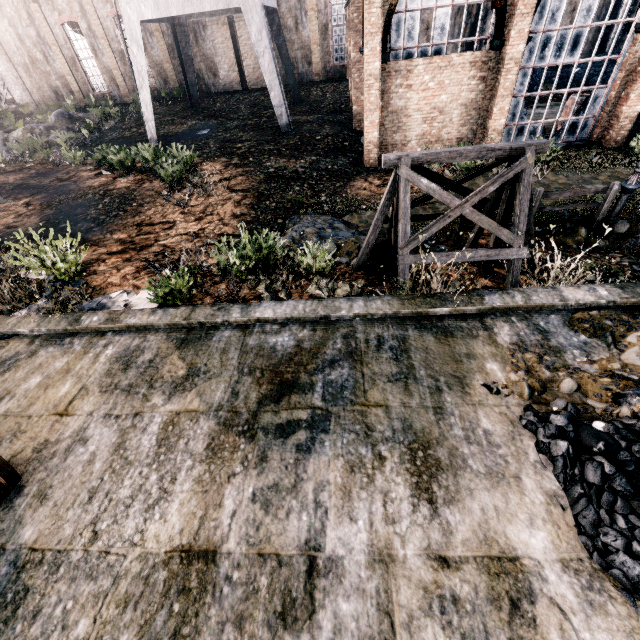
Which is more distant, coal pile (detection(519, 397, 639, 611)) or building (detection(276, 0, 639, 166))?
building (detection(276, 0, 639, 166))

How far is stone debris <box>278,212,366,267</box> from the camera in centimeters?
1001cm

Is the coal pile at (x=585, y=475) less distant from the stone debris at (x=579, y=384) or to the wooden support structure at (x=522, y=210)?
the stone debris at (x=579, y=384)

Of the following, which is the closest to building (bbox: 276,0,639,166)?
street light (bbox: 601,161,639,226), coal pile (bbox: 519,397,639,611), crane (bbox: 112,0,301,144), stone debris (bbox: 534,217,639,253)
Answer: crane (bbox: 112,0,301,144)

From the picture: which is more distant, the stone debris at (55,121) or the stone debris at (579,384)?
the stone debris at (55,121)

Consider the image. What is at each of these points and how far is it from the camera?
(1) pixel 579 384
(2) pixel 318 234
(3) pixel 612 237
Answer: (1) stone debris, 4.84m
(2) stone debris, 11.11m
(3) stone debris, 9.98m

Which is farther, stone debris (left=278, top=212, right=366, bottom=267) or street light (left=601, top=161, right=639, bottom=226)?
stone debris (left=278, top=212, right=366, bottom=267)
